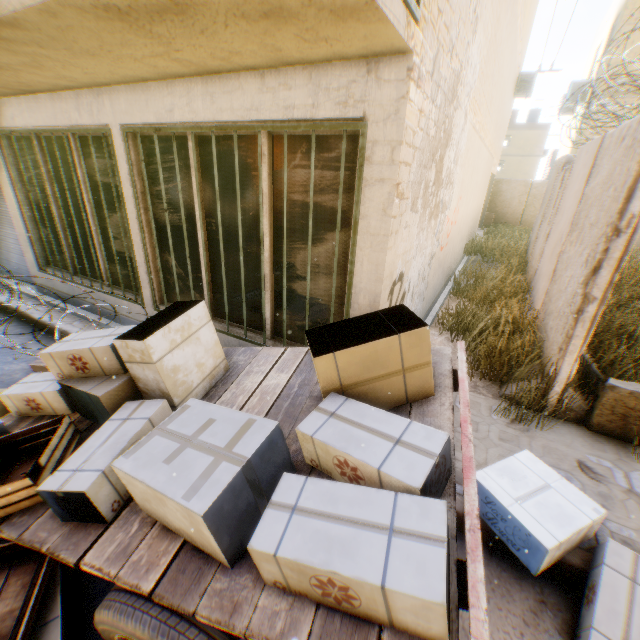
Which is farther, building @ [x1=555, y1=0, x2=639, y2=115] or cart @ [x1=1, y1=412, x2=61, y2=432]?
building @ [x1=555, y1=0, x2=639, y2=115]

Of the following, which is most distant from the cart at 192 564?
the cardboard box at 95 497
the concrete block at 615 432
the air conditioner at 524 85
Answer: the air conditioner at 524 85

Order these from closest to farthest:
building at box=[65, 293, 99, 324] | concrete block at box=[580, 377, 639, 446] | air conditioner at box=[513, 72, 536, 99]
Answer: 1. concrete block at box=[580, 377, 639, 446]
2. building at box=[65, 293, 99, 324]
3. air conditioner at box=[513, 72, 536, 99]

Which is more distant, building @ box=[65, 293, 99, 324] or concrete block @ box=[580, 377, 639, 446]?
building @ box=[65, 293, 99, 324]

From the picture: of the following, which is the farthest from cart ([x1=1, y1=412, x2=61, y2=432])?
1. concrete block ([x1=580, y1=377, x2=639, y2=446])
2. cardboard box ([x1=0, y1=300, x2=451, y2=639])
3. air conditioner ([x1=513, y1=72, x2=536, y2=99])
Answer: air conditioner ([x1=513, y1=72, x2=536, y2=99])

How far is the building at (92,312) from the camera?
5.7 meters

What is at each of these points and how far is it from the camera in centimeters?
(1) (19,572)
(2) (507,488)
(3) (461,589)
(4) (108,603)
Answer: (1) wooden box, 203cm
(2) cardboard box, 265cm
(3) cart, 123cm
(4) wheel, 157cm

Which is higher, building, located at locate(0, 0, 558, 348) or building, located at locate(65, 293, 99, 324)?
building, located at locate(0, 0, 558, 348)
